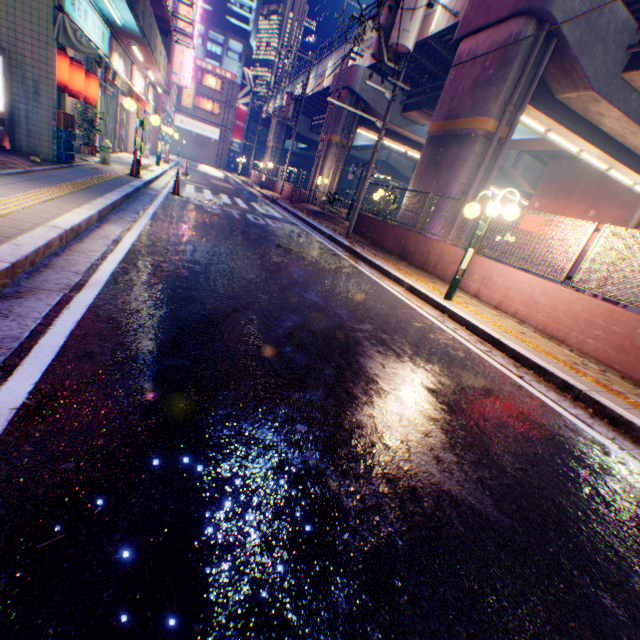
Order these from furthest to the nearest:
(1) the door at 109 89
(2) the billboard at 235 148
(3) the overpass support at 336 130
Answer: (2) the billboard at 235 148
(3) the overpass support at 336 130
(1) the door at 109 89

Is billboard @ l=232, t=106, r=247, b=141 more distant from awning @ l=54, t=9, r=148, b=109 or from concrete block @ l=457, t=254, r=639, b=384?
concrete block @ l=457, t=254, r=639, b=384

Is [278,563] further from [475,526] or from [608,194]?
[608,194]

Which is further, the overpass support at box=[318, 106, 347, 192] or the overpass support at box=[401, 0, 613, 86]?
the overpass support at box=[318, 106, 347, 192]

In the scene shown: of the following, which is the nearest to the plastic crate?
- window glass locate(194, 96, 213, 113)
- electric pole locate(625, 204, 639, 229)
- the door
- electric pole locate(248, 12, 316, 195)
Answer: the door

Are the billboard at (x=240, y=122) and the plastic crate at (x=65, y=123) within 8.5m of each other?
no

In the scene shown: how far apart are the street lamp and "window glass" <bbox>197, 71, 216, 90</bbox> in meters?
45.6 m

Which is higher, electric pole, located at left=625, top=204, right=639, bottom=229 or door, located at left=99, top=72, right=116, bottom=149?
electric pole, located at left=625, top=204, right=639, bottom=229
